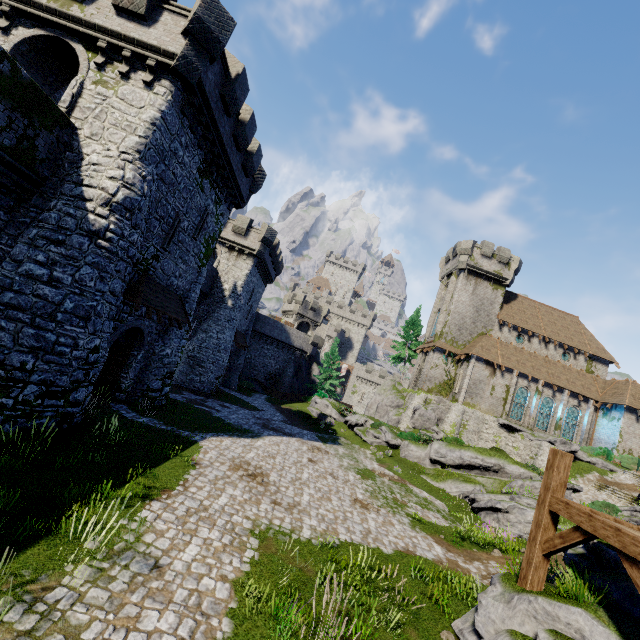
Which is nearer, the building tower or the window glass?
the window glass

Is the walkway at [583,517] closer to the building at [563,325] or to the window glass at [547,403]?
the building at [563,325]

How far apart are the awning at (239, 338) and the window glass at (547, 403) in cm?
3330

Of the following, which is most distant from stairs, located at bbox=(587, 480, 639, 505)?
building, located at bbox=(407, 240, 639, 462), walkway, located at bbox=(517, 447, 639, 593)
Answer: walkway, located at bbox=(517, 447, 639, 593)

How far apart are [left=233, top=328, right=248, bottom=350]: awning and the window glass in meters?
33.3 m

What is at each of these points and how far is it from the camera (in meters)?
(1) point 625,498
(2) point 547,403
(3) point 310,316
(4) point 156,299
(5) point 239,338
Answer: (1) stairs, 25.08
(2) window glass, 35.66
(3) building tower, 56.09
(4) awning, 15.33
(5) awning, 34.81

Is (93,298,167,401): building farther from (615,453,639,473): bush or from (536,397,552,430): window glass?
(615,453,639,473): bush

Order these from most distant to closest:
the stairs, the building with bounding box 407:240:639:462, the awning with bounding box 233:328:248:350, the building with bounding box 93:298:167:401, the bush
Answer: the building with bounding box 407:240:639:462, the awning with bounding box 233:328:248:350, the bush, the stairs, the building with bounding box 93:298:167:401
